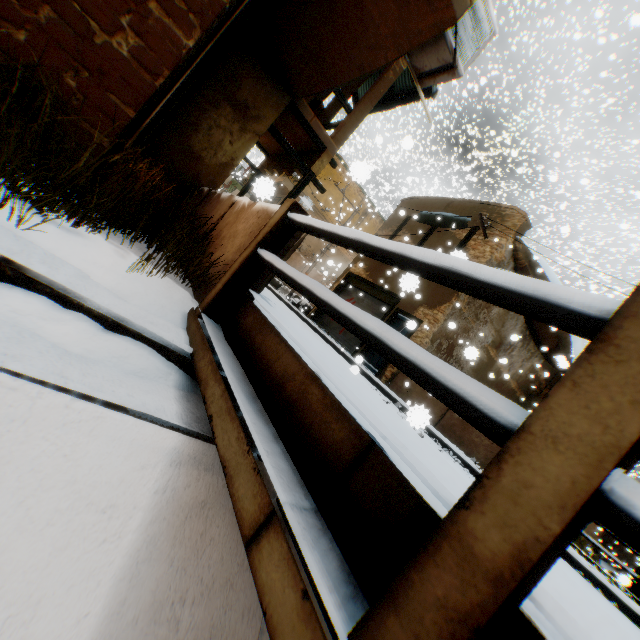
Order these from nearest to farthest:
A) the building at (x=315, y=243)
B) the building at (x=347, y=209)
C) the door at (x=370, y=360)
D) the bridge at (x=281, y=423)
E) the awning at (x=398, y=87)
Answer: the bridge at (x=281, y=423)
the awning at (x=398, y=87)
the door at (x=370, y=360)
the building at (x=347, y=209)
the building at (x=315, y=243)

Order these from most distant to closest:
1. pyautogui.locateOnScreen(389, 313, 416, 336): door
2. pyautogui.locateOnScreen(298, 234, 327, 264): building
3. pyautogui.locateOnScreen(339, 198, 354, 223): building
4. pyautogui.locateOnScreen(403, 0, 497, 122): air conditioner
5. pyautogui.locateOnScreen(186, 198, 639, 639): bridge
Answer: pyautogui.locateOnScreen(298, 234, 327, 264): building
pyautogui.locateOnScreen(339, 198, 354, 223): building
pyautogui.locateOnScreen(389, 313, 416, 336): door
pyautogui.locateOnScreen(403, 0, 497, 122): air conditioner
pyautogui.locateOnScreen(186, 198, 639, 639): bridge

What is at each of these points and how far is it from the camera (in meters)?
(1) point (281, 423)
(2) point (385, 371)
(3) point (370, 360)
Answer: (1) bridge, 1.58
(2) building, 12.30
(3) door, 13.24

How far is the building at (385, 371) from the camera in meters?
12.1

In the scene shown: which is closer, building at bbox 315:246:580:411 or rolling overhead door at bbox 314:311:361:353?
building at bbox 315:246:580:411

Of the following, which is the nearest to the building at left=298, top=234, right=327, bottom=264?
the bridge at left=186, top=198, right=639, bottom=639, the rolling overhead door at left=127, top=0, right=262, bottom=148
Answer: the rolling overhead door at left=127, top=0, right=262, bottom=148

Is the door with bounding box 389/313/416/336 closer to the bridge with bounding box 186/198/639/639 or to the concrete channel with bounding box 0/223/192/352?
the concrete channel with bounding box 0/223/192/352

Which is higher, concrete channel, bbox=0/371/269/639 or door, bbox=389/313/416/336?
door, bbox=389/313/416/336
